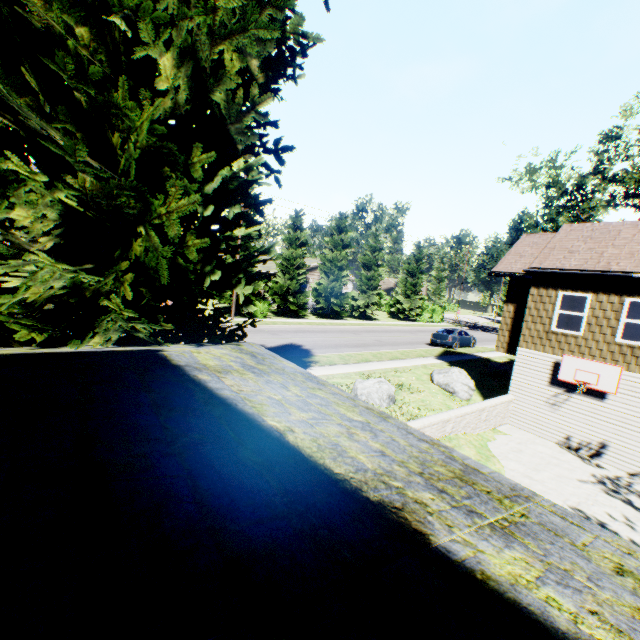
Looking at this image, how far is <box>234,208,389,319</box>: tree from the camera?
30.77m

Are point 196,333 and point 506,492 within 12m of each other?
yes

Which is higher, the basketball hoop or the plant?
the plant

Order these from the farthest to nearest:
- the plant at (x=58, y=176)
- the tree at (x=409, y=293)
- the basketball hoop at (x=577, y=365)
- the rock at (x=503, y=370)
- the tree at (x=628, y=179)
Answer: the tree at (x=409, y=293) → the tree at (x=628, y=179) → the rock at (x=503, y=370) → the basketball hoop at (x=577, y=365) → the plant at (x=58, y=176)

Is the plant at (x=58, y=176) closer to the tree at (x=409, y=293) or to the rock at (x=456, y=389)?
the rock at (x=456, y=389)

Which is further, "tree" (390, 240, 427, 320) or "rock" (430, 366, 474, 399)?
"tree" (390, 240, 427, 320)

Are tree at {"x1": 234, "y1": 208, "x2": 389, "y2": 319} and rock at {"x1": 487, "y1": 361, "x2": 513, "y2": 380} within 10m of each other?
no

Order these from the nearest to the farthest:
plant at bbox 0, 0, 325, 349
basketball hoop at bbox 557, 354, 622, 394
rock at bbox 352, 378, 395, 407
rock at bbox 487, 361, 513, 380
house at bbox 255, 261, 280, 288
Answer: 1. plant at bbox 0, 0, 325, 349
2. basketball hoop at bbox 557, 354, 622, 394
3. rock at bbox 352, 378, 395, 407
4. rock at bbox 487, 361, 513, 380
5. house at bbox 255, 261, 280, 288
